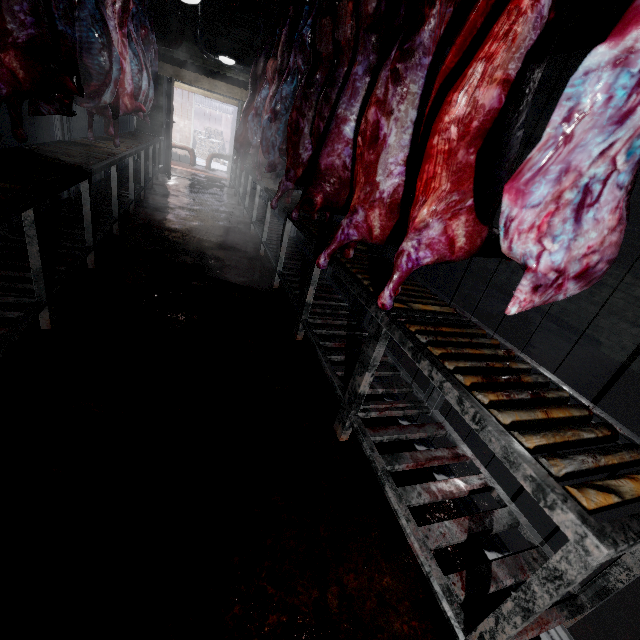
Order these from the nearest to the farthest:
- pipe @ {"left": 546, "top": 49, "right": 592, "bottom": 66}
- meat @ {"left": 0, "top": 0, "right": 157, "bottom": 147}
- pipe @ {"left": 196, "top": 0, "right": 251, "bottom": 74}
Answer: meat @ {"left": 0, "top": 0, "right": 157, "bottom": 147} → pipe @ {"left": 546, "top": 49, "right": 592, "bottom": 66} → pipe @ {"left": 196, "top": 0, "right": 251, "bottom": 74}

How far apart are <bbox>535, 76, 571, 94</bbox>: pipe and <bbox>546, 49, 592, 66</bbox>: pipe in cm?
18

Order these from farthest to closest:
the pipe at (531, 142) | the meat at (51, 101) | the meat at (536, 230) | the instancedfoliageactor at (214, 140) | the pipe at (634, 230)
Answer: the instancedfoliageactor at (214, 140), the pipe at (531, 142), the pipe at (634, 230), the meat at (51, 101), the meat at (536, 230)

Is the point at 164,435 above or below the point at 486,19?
below

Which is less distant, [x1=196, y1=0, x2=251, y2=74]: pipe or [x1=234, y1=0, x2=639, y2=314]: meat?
[x1=234, y1=0, x2=639, y2=314]: meat

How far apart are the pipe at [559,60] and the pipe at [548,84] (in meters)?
0.18

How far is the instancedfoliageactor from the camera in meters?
14.8 m

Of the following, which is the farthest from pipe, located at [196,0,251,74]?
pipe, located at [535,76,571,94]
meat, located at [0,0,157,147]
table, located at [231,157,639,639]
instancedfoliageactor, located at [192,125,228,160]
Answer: instancedfoliageactor, located at [192,125,228,160]
